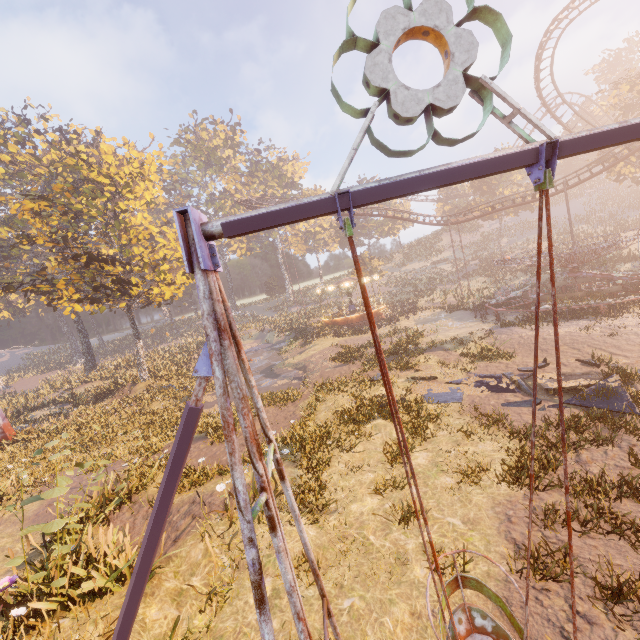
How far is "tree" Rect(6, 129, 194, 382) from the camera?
21.0m

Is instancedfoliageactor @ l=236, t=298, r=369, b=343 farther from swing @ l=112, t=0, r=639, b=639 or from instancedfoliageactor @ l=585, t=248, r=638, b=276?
swing @ l=112, t=0, r=639, b=639

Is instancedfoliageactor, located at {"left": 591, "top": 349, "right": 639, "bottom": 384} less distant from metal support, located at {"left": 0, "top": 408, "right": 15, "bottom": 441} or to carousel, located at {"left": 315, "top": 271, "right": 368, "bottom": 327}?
metal support, located at {"left": 0, "top": 408, "right": 15, "bottom": 441}

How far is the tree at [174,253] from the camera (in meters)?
21.00

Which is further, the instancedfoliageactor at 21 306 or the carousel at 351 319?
the instancedfoliageactor at 21 306

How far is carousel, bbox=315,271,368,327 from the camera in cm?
3511

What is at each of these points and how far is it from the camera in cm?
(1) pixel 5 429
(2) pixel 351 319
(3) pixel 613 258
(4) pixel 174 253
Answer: (1) metal support, 1933
(2) carousel, 3578
(3) instancedfoliageactor, 3225
(4) tree, 2548

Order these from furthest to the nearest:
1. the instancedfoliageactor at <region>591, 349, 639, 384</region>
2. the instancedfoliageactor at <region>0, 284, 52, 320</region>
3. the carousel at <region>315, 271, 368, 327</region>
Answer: the instancedfoliageactor at <region>0, 284, 52, 320</region>, the carousel at <region>315, 271, 368, 327</region>, the instancedfoliageactor at <region>591, 349, 639, 384</region>
